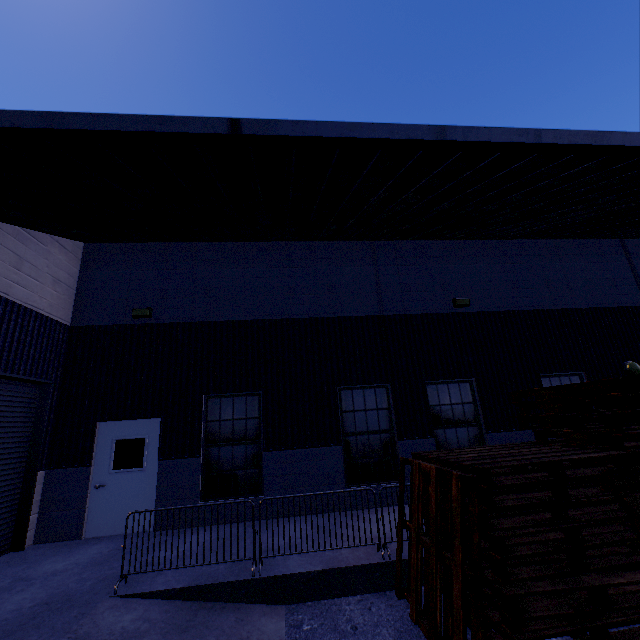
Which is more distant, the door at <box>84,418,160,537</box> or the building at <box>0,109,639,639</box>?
the door at <box>84,418,160,537</box>

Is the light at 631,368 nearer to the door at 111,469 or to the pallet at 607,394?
the pallet at 607,394

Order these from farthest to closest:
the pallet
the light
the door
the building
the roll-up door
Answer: the light < the door < the roll-up door < the building < the pallet

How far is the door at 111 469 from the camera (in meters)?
7.36

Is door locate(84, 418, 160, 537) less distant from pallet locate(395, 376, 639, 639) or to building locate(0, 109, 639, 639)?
building locate(0, 109, 639, 639)

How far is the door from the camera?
7.36m

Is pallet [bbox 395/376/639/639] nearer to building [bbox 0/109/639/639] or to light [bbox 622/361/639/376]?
building [bbox 0/109/639/639]

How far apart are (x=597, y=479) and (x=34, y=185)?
8.11m
